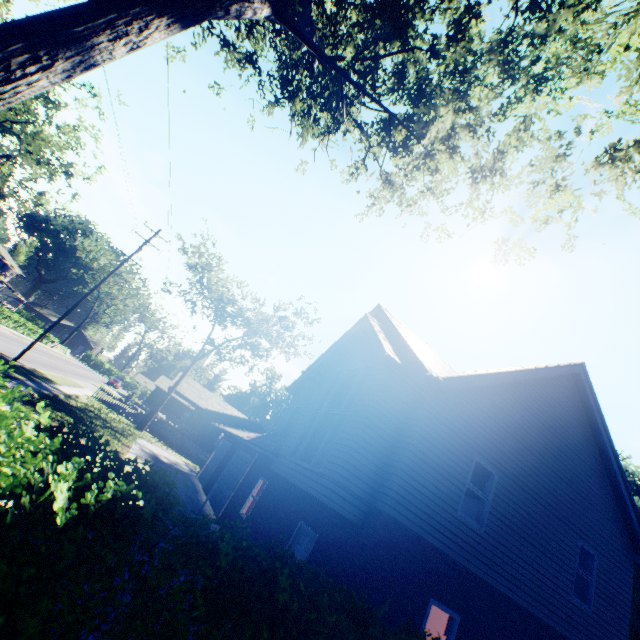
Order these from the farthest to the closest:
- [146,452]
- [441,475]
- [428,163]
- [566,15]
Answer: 1. [146,452]
2. [428,163]
3. [441,475]
4. [566,15]

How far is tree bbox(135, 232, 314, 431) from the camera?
28.88m

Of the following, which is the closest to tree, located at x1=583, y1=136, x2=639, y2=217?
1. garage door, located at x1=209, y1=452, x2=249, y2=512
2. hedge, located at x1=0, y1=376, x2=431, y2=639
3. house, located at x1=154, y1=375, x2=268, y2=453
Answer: hedge, located at x1=0, y1=376, x2=431, y2=639

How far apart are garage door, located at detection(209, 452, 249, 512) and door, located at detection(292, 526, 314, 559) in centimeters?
742cm

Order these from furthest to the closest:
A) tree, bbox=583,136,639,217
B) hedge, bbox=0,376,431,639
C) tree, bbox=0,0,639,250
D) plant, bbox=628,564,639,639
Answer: plant, bbox=628,564,639,639 < tree, bbox=583,136,639,217 < tree, bbox=0,0,639,250 < hedge, bbox=0,376,431,639

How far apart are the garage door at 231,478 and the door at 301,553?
7.42m

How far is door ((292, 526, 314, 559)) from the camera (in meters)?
8.65

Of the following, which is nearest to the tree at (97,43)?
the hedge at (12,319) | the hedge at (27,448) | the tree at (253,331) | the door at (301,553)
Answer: the hedge at (27,448)
